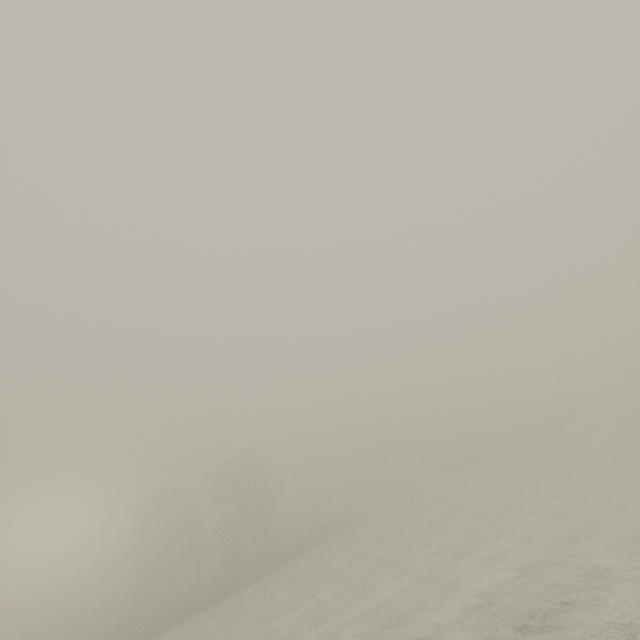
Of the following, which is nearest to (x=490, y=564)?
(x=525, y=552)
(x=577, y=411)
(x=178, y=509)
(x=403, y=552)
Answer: (x=525, y=552)
